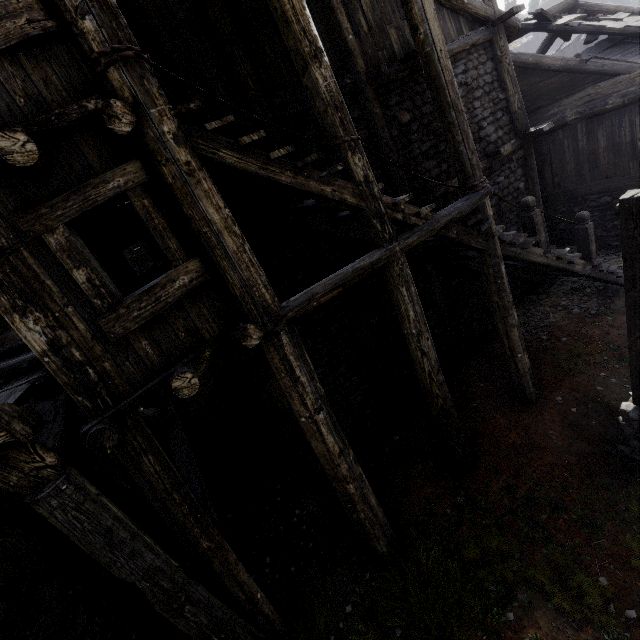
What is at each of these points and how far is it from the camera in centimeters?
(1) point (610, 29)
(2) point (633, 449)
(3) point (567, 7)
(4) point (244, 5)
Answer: (1) wooden plank rubble, 926cm
(2) wooden lamp post, 559cm
(3) building, 1239cm
(4) building, 572cm

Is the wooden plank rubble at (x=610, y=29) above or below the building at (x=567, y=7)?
below

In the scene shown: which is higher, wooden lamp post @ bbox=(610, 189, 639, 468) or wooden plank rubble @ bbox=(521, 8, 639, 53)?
wooden plank rubble @ bbox=(521, 8, 639, 53)

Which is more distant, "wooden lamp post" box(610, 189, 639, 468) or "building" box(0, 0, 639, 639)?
"wooden lamp post" box(610, 189, 639, 468)

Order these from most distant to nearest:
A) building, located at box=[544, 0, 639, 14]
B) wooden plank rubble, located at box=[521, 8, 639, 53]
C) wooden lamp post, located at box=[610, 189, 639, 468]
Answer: building, located at box=[544, 0, 639, 14] → wooden plank rubble, located at box=[521, 8, 639, 53] → wooden lamp post, located at box=[610, 189, 639, 468]

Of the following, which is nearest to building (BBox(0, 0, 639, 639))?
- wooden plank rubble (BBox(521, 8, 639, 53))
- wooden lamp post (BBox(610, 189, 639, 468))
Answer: wooden plank rubble (BBox(521, 8, 639, 53))

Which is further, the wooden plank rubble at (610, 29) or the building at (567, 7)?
A: the building at (567, 7)
